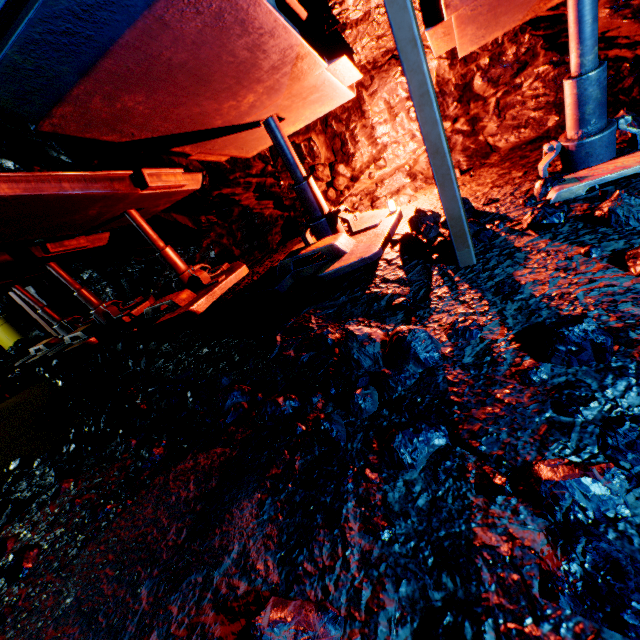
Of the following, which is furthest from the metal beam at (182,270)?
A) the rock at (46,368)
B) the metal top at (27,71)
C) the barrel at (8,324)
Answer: the barrel at (8,324)

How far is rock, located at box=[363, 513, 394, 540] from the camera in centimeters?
111cm

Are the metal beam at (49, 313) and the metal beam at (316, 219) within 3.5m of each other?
no

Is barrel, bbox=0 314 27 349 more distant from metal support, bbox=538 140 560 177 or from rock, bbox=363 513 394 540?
metal support, bbox=538 140 560 177

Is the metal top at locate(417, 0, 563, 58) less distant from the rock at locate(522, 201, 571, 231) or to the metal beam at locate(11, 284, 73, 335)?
the rock at locate(522, 201, 571, 231)

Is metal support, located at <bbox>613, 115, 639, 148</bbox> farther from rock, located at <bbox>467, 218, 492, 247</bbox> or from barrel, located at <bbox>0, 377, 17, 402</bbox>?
barrel, located at <bbox>0, 377, 17, 402</bbox>

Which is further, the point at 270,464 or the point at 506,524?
the point at 270,464
